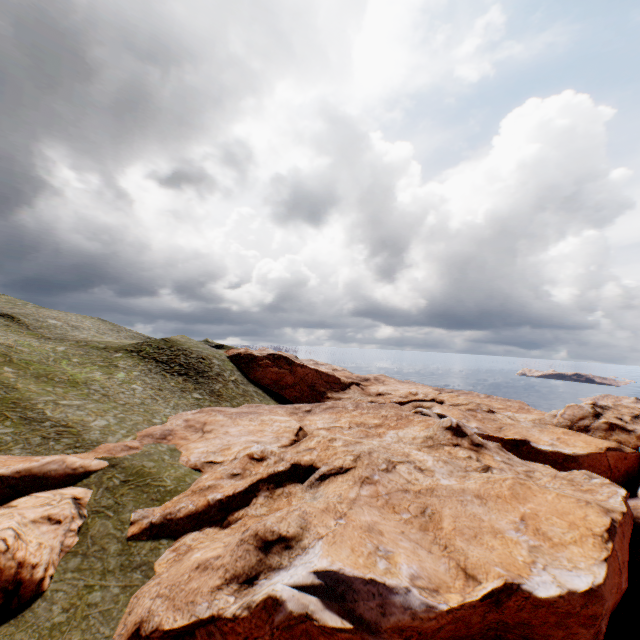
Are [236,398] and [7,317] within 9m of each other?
no
